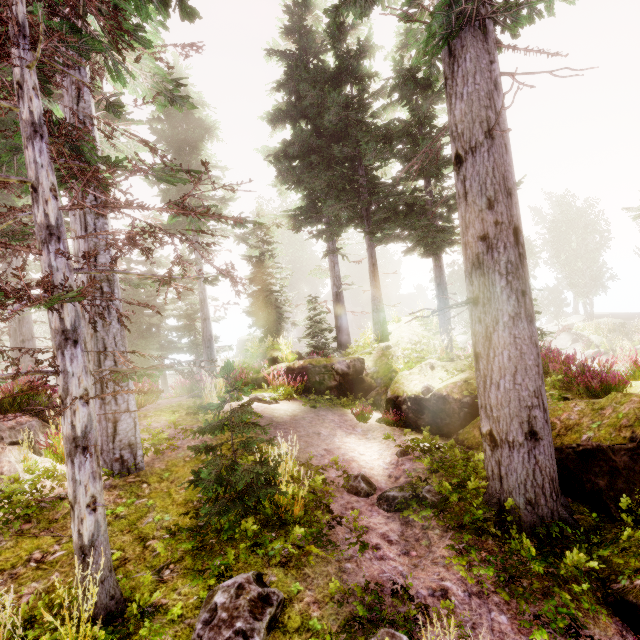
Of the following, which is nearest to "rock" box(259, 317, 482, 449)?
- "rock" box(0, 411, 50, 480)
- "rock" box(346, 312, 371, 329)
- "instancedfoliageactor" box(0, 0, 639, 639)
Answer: "instancedfoliageactor" box(0, 0, 639, 639)

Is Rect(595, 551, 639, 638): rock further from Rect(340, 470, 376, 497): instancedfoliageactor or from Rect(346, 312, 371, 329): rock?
Rect(346, 312, 371, 329): rock

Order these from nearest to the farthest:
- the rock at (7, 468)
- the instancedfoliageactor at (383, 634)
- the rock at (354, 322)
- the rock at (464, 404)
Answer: the instancedfoliageactor at (383, 634)
the rock at (7, 468)
the rock at (464, 404)
the rock at (354, 322)

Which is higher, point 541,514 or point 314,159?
point 314,159

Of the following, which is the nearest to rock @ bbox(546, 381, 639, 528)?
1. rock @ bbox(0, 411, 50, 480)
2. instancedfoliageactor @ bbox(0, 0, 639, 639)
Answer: instancedfoliageactor @ bbox(0, 0, 639, 639)

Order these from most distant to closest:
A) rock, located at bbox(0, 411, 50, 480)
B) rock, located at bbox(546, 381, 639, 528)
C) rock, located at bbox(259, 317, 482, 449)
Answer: rock, located at bbox(259, 317, 482, 449), rock, located at bbox(0, 411, 50, 480), rock, located at bbox(546, 381, 639, 528)

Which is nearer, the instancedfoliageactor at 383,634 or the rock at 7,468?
the instancedfoliageactor at 383,634

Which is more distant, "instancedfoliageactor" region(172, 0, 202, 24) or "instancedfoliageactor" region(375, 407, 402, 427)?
"instancedfoliageactor" region(375, 407, 402, 427)
